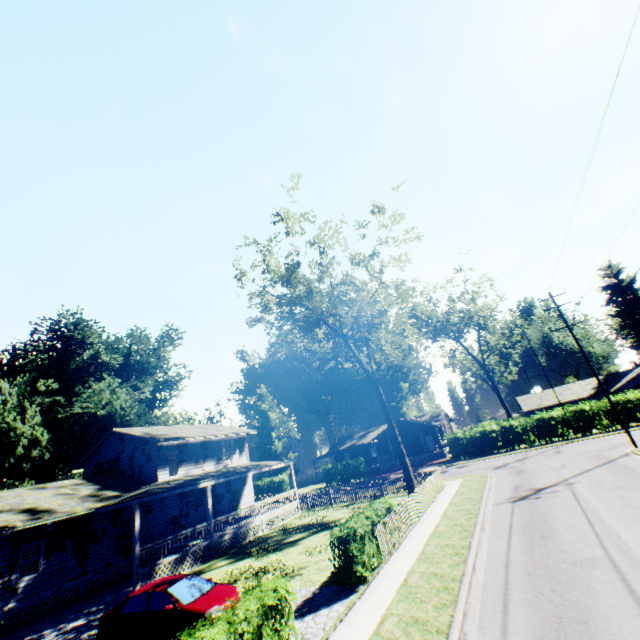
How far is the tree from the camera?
23.14m

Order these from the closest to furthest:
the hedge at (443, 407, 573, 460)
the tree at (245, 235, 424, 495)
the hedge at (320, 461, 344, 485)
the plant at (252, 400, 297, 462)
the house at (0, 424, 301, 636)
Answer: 1. the house at (0, 424, 301, 636)
2. the tree at (245, 235, 424, 495)
3. the hedge at (443, 407, 573, 460)
4. the hedge at (320, 461, 344, 485)
5. the plant at (252, 400, 297, 462)

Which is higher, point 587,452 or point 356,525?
point 356,525

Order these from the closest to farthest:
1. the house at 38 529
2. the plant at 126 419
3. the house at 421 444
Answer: the house at 38 529, the plant at 126 419, the house at 421 444

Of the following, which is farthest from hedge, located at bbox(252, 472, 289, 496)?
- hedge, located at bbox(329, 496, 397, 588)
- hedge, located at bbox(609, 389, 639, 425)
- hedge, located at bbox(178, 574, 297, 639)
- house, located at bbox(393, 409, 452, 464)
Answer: hedge, located at bbox(178, 574, 297, 639)

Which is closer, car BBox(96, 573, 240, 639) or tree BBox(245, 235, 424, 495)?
car BBox(96, 573, 240, 639)

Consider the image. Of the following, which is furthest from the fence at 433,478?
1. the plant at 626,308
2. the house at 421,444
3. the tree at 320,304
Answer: the plant at 626,308

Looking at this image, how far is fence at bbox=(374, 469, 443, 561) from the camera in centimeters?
1318cm
